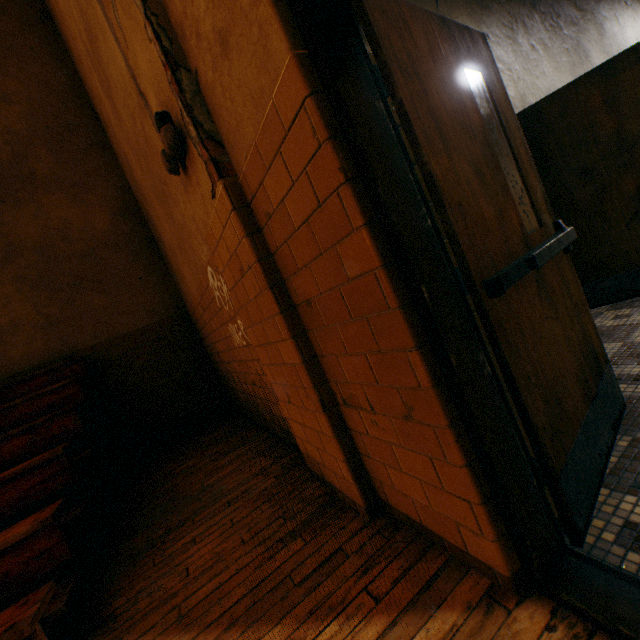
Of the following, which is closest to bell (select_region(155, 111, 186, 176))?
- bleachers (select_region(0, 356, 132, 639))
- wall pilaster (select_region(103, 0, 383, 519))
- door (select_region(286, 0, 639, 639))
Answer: wall pilaster (select_region(103, 0, 383, 519))

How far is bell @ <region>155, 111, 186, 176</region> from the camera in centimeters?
180cm

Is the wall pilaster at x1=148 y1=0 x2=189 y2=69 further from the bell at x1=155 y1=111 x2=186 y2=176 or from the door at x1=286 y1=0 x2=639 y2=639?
the door at x1=286 y1=0 x2=639 y2=639

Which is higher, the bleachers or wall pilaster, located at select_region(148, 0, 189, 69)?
wall pilaster, located at select_region(148, 0, 189, 69)

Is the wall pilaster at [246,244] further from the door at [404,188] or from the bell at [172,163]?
the door at [404,188]

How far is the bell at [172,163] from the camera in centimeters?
180cm

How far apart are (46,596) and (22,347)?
4.33m

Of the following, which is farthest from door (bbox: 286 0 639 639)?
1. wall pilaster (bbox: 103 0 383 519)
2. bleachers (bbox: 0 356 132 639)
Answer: bleachers (bbox: 0 356 132 639)
